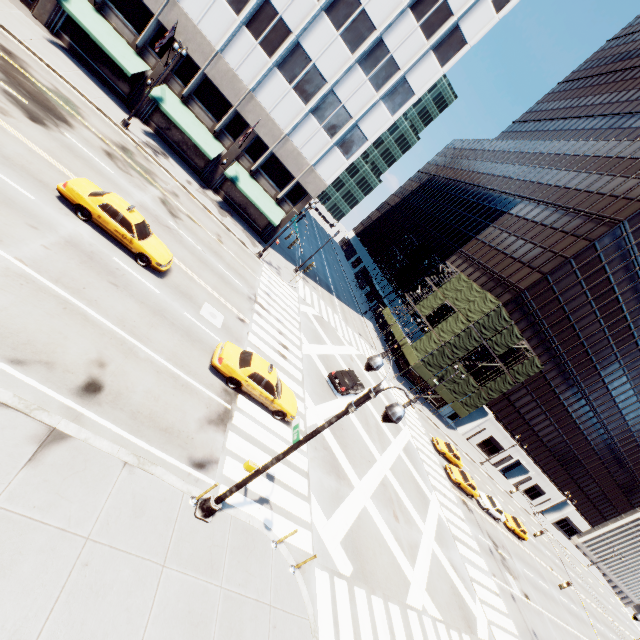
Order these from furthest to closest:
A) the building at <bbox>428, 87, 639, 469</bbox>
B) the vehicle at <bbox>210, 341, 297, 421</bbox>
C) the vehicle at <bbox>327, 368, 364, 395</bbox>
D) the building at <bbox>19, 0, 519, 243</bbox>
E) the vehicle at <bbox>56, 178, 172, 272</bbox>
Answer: the building at <bbox>428, 87, 639, 469</bbox>
the building at <bbox>19, 0, 519, 243</bbox>
the vehicle at <bbox>327, 368, 364, 395</bbox>
the vehicle at <bbox>210, 341, 297, 421</bbox>
the vehicle at <bbox>56, 178, 172, 272</bbox>

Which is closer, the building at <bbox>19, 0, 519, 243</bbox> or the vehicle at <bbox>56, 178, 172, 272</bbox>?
the vehicle at <bbox>56, 178, 172, 272</bbox>

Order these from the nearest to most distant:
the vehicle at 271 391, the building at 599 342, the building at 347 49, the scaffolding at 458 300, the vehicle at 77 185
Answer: the vehicle at 77 185 → the vehicle at 271 391 → the building at 347 49 → the scaffolding at 458 300 → the building at 599 342

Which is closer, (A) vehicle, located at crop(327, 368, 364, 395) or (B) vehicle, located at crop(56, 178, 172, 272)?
(B) vehicle, located at crop(56, 178, 172, 272)

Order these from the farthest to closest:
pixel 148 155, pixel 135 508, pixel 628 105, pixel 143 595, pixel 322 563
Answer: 1. pixel 628 105
2. pixel 148 155
3. pixel 322 563
4. pixel 135 508
5. pixel 143 595

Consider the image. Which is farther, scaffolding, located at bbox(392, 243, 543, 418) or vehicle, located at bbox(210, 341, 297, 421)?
scaffolding, located at bbox(392, 243, 543, 418)

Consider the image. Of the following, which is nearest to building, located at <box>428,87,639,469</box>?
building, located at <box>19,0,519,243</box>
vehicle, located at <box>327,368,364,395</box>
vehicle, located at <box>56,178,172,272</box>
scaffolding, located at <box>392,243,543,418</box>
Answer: scaffolding, located at <box>392,243,543,418</box>

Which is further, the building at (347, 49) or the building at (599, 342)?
the building at (599, 342)
